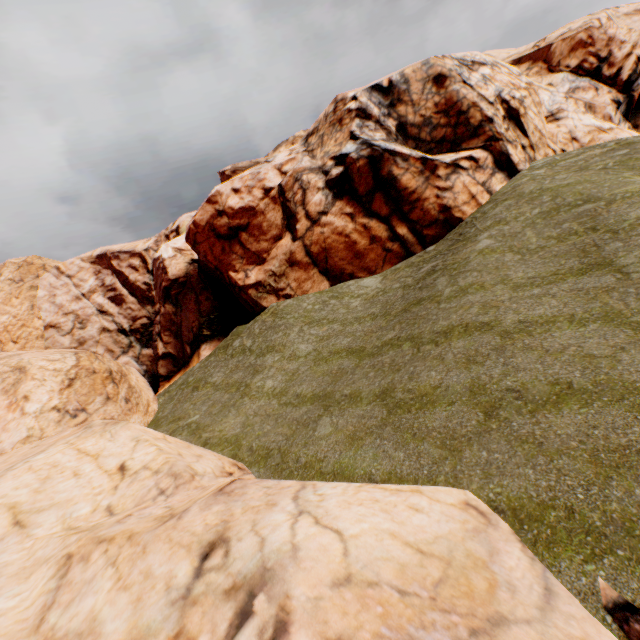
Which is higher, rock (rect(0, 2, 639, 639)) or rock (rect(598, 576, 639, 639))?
→ rock (rect(0, 2, 639, 639))

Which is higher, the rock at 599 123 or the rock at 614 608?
the rock at 599 123

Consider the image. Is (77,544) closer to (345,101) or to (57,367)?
(57,367)
